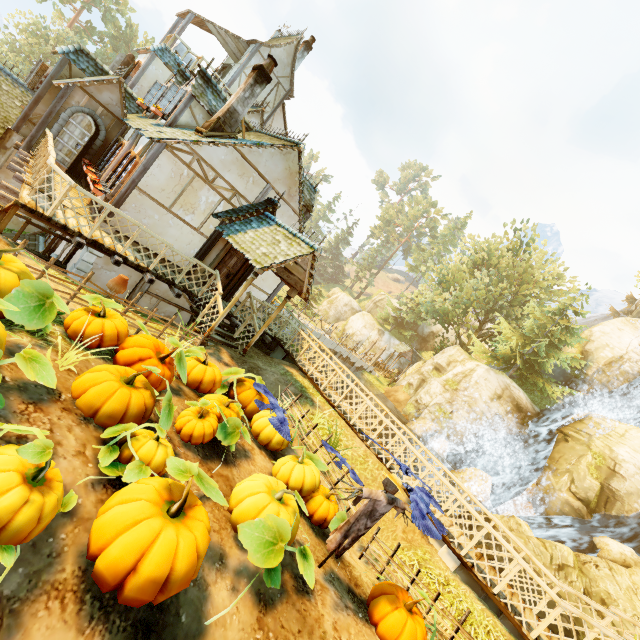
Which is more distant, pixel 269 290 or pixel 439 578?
pixel 269 290

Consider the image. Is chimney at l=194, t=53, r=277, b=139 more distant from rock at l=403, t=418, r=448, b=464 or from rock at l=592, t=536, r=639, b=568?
rock at l=592, t=536, r=639, b=568

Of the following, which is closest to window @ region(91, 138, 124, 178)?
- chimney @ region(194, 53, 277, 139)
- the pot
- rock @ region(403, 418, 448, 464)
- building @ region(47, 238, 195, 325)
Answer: building @ region(47, 238, 195, 325)

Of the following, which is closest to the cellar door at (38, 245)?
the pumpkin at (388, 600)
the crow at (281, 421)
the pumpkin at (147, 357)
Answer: the pumpkin at (147, 357)

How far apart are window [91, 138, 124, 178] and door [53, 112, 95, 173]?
0.5 meters

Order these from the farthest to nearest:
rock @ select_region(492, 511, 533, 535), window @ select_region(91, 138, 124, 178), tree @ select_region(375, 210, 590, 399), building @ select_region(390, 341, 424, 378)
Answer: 1. building @ select_region(390, 341, 424, 378)
2. tree @ select_region(375, 210, 590, 399)
3. rock @ select_region(492, 511, 533, 535)
4. window @ select_region(91, 138, 124, 178)

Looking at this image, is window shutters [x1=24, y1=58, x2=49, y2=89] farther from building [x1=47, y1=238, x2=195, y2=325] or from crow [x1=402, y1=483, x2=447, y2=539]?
crow [x1=402, y1=483, x2=447, y2=539]

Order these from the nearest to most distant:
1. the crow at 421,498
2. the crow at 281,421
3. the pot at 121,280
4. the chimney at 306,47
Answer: the crow at 421,498 → the pot at 121,280 → the crow at 281,421 → the chimney at 306,47
